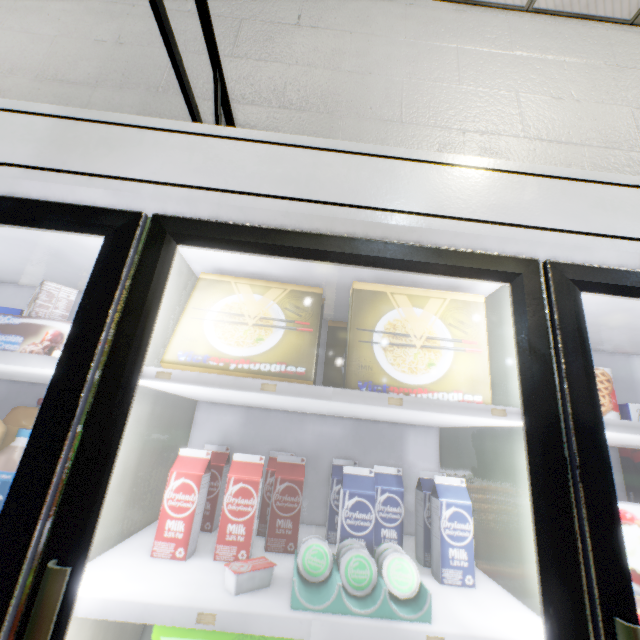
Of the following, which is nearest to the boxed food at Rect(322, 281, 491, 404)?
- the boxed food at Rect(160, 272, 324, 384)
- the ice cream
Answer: the boxed food at Rect(160, 272, 324, 384)

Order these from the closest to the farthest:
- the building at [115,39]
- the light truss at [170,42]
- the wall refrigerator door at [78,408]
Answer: the wall refrigerator door at [78,408]
the light truss at [170,42]
the building at [115,39]

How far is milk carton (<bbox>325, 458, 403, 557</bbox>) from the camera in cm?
83

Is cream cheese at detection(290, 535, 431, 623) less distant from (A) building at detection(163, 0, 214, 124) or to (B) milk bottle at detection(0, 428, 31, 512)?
(B) milk bottle at detection(0, 428, 31, 512)

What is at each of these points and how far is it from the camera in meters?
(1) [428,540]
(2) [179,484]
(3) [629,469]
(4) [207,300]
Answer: (1) milk carton, 0.9 m
(2) milk carton, 0.8 m
(3) boxed frozen food, 1.1 m
(4) boxed food, 0.9 m

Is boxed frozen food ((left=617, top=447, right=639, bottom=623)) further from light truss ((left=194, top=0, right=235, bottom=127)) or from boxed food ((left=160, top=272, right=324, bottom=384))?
light truss ((left=194, top=0, right=235, bottom=127))

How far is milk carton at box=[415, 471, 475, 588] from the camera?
0.8 meters

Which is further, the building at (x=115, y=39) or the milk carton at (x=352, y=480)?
the building at (x=115, y=39)
